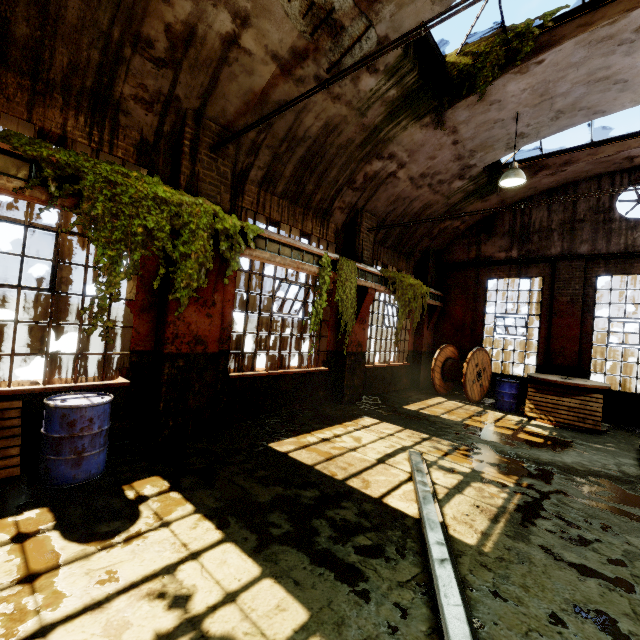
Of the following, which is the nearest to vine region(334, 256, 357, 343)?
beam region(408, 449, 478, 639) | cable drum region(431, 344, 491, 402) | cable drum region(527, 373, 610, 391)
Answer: beam region(408, 449, 478, 639)

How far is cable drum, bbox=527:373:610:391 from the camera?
8.41m

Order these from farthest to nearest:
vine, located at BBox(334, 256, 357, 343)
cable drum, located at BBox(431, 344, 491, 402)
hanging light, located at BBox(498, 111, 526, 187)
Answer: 1. cable drum, located at BBox(431, 344, 491, 402)
2. vine, located at BBox(334, 256, 357, 343)
3. hanging light, located at BBox(498, 111, 526, 187)

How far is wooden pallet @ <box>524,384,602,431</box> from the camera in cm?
836

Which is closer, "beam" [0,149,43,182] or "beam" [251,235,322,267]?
"beam" [0,149,43,182]

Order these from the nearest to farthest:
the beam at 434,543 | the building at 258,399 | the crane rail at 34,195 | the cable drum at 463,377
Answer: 1. the beam at 434,543
2. the crane rail at 34,195
3. the building at 258,399
4. the cable drum at 463,377

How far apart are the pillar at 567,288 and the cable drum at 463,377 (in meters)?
2.38

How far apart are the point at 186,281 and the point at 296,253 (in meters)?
2.72
